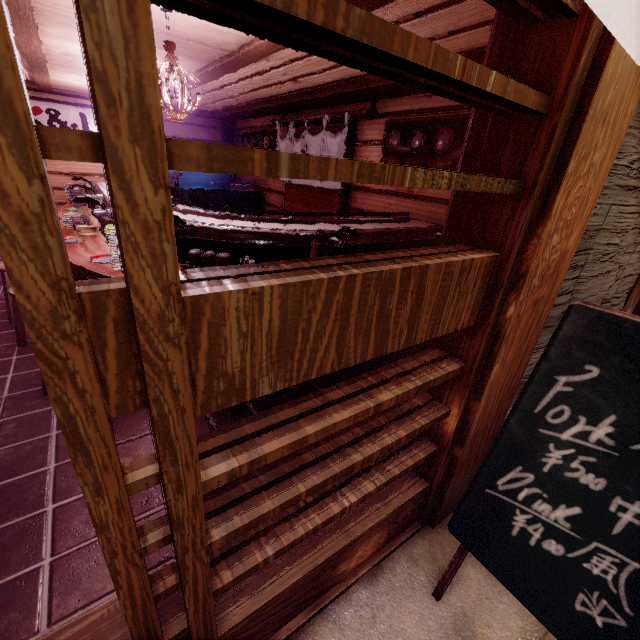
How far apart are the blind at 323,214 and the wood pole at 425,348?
7.18m

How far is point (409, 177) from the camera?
1.5 meters

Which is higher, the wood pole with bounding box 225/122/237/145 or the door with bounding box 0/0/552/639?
the wood pole with bounding box 225/122/237/145

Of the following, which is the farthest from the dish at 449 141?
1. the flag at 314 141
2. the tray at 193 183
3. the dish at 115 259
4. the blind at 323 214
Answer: the dish at 115 259

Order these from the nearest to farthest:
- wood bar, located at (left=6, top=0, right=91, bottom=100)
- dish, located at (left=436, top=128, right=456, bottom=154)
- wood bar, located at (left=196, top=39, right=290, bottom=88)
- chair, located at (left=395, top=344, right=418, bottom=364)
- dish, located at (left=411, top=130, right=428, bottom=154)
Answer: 1. wood bar, located at (left=6, top=0, right=91, bottom=100)
2. wood bar, located at (left=196, top=39, right=290, bottom=88)
3. chair, located at (left=395, top=344, right=418, bottom=364)
4. dish, located at (left=436, top=128, right=456, bottom=154)
5. dish, located at (left=411, top=130, right=428, bottom=154)

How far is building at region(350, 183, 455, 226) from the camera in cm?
743

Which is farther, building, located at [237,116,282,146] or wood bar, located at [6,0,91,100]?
building, located at [237,116,282,146]

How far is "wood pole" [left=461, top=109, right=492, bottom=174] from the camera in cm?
235
